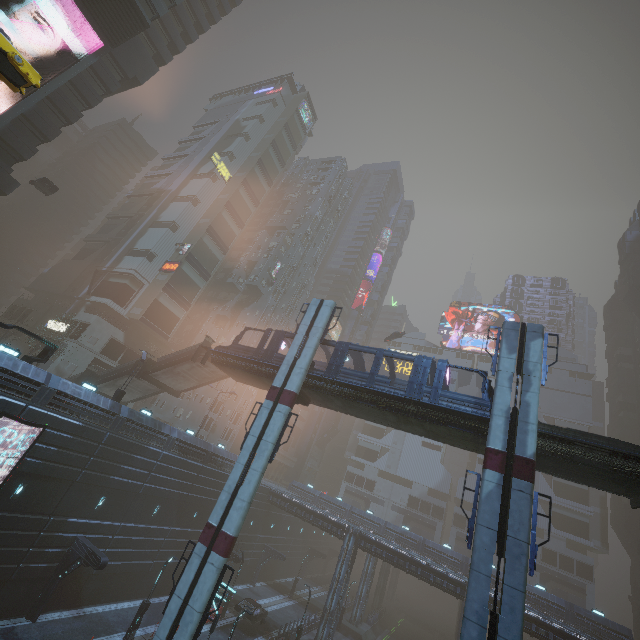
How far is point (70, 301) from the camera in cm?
4812

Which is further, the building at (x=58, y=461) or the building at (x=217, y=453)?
the building at (x=217, y=453)

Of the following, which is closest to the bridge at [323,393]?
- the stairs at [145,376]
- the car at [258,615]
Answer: the stairs at [145,376]

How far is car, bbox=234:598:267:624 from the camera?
31.0m

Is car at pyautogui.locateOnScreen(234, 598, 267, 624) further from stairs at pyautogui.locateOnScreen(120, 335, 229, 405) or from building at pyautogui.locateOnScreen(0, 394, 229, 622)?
stairs at pyautogui.locateOnScreen(120, 335, 229, 405)

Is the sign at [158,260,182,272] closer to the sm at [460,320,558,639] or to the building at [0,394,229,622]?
the building at [0,394,229,622]

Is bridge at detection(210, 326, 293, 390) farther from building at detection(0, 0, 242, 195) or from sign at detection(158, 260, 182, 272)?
sign at detection(158, 260, 182, 272)

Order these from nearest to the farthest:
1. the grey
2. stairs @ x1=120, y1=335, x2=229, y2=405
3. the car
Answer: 1. stairs @ x1=120, y1=335, x2=229, y2=405
2. the car
3. the grey
